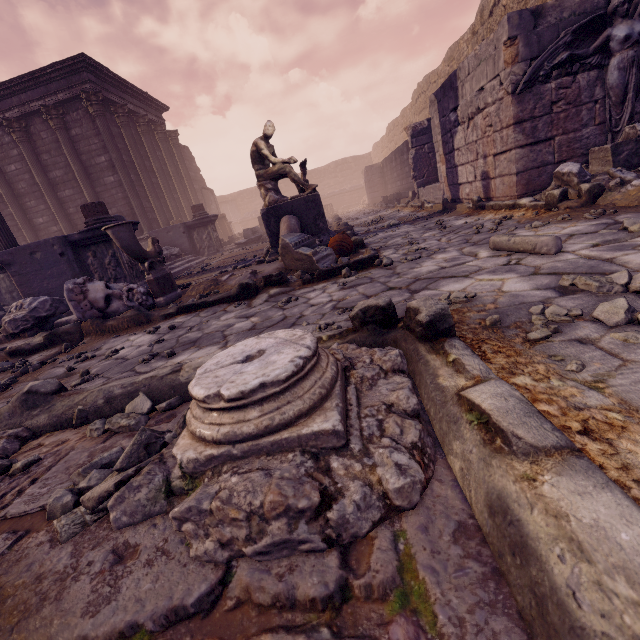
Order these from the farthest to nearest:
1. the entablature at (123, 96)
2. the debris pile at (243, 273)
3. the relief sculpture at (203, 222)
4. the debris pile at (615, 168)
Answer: the relief sculpture at (203, 222)
the entablature at (123, 96)
the debris pile at (243, 273)
the debris pile at (615, 168)

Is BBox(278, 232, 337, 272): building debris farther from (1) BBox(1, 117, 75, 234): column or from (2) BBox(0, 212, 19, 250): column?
(1) BBox(1, 117, 75, 234): column

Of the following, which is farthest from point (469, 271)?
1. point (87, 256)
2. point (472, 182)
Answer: point (87, 256)

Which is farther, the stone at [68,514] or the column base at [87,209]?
the column base at [87,209]

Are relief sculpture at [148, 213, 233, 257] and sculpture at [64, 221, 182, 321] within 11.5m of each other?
yes

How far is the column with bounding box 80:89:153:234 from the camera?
12.4m

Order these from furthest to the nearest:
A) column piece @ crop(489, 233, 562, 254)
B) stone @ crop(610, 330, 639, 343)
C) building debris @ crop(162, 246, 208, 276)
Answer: building debris @ crop(162, 246, 208, 276)
column piece @ crop(489, 233, 562, 254)
stone @ crop(610, 330, 639, 343)

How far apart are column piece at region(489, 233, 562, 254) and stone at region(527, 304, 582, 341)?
1.2m
